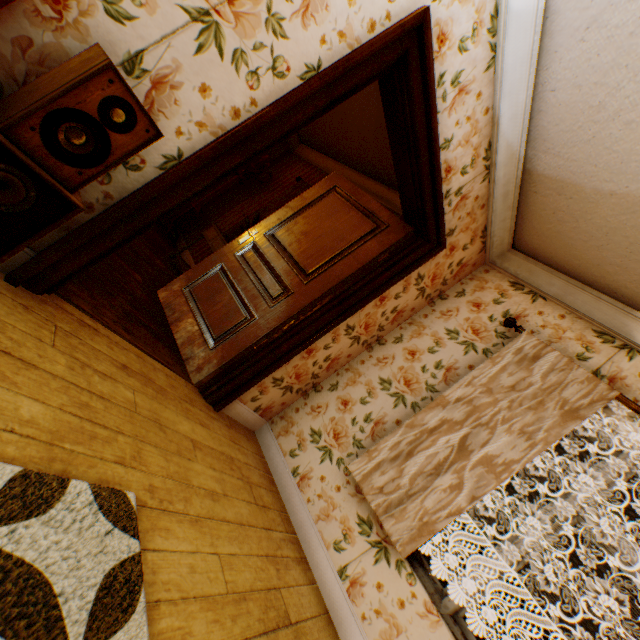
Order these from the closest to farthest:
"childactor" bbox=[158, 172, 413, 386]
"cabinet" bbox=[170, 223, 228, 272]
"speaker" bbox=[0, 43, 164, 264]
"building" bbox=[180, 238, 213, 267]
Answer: "speaker" bbox=[0, 43, 164, 264] → "childactor" bbox=[158, 172, 413, 386] → "cabinet" bbox=[170, 223, 228, 272] → "building" bbox=[180, 238, 213, 267]

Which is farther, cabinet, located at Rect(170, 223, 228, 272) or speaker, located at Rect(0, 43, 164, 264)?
cabinet, located at Rect(170, 223, 228, 272)

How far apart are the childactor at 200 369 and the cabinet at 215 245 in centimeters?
84cm

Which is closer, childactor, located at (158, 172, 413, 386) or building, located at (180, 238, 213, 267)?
childactor, located at (158, 172, 413, 386)

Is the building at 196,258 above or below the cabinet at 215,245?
below

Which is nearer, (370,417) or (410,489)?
(410,489)

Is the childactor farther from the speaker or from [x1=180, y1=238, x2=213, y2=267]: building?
the speaker

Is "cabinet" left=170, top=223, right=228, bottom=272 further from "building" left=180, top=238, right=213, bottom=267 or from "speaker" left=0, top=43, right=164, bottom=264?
"speaker" left=0, top=43, right=164, bottom=264
